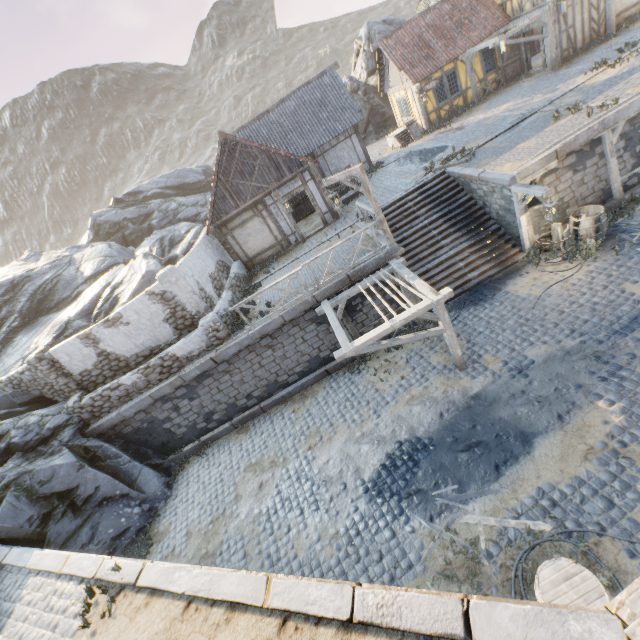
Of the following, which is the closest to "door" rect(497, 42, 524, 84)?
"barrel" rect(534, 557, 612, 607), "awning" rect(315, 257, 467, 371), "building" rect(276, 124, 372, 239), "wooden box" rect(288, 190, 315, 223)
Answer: "building" rect(276, 124, 372, 239)

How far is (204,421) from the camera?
13.34m

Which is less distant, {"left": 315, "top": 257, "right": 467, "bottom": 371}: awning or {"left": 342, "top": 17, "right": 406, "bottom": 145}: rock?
{"left": 315, "top": 257, "right": 467, "bottom": 371}: awning

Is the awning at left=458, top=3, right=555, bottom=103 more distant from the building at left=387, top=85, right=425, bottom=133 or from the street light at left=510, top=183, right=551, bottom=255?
the street light at left=510, top=183, right=551, bottom=255

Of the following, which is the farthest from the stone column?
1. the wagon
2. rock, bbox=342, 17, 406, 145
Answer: the wagon

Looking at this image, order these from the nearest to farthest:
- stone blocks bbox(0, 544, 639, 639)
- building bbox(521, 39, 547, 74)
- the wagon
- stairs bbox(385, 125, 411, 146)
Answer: stone blocks bbox(0, 544, 639, 639), the wagon, building bbox(521, 39, 547, 74), stairs bbox(385, 125, 411, 146)

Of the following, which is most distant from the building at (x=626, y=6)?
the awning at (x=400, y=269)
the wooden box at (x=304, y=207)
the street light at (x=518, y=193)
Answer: the awning at (x=400, y=269)

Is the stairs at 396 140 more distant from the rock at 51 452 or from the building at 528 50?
the rock at 51 452
